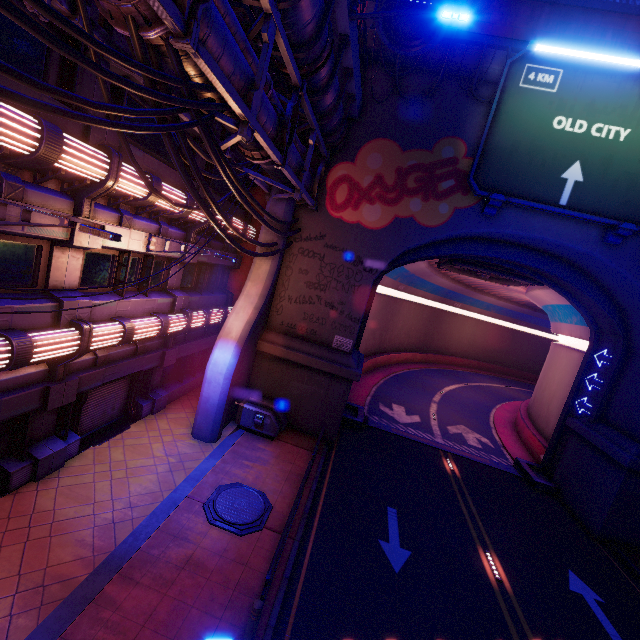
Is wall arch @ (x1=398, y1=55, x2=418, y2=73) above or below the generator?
above

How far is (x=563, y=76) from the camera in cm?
1268

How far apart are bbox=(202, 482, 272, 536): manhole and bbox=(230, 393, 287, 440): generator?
3.2m

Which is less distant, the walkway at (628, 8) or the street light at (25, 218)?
the street light at (25, 218)

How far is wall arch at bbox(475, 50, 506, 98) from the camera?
13.20m

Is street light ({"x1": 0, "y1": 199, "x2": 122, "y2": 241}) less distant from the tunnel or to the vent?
the tunnel

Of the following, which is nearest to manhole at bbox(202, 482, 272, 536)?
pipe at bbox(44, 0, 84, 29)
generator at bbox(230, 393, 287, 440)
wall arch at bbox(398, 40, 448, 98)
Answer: generator at bbox(230, 393, 287, 440)

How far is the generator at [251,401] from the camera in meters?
14.5
